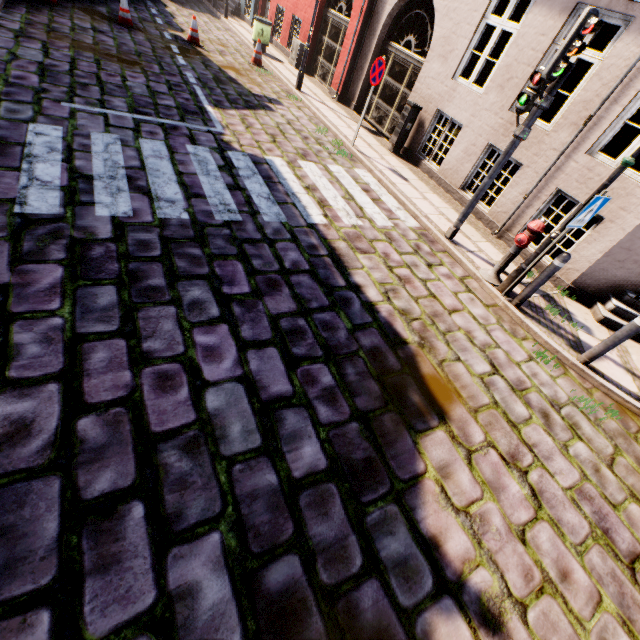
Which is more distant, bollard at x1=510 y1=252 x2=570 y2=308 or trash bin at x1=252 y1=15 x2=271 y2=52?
trash bin at x1=252 y1=15 x2=271 y2=52

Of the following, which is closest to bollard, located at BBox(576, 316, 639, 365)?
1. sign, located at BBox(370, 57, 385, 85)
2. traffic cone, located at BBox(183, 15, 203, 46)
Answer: sign, located at BBox(370, 57, 385, 85)

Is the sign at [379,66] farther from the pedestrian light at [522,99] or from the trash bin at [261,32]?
the trash bin at [261,32]

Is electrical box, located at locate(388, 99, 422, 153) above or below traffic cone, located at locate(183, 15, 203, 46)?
above

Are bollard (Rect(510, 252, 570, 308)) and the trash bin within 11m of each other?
no

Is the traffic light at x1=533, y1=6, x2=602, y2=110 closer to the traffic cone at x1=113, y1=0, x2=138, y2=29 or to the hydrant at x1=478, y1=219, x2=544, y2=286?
the hydrant at x1=478, y1=219, x2=544, y2=286

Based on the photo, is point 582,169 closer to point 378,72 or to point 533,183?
point 533,183

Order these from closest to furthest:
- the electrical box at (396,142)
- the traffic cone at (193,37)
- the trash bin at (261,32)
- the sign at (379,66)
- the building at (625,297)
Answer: the building at (625,297) → the sign at (379,66) → the electrical box at (396,142) → the traffic cone at (193,37) → the trash bin at (261,32)
